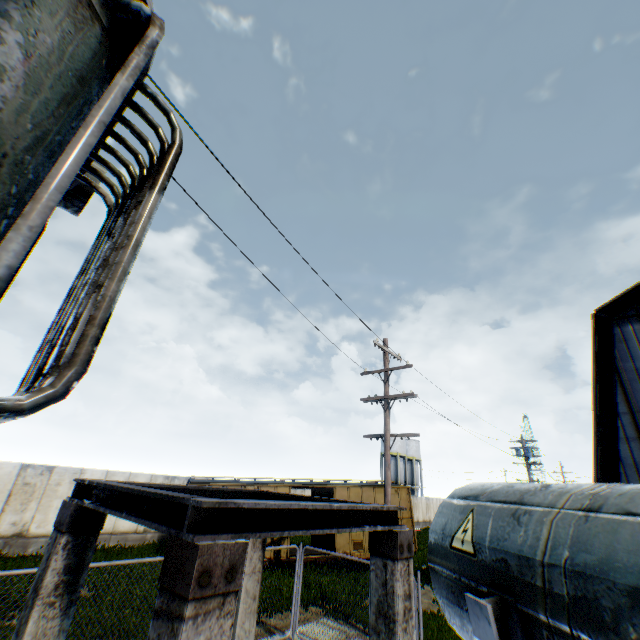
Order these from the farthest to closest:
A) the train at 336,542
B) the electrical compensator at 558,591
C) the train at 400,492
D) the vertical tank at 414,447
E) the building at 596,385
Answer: the vertical tank at 414,447 → the train at 400,492 → the train at 336,542 → the building at 596,385 → the electrical compensator at 558,591

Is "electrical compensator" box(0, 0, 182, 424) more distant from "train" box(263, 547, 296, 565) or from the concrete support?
"train" box(263, 547, 296, 565)

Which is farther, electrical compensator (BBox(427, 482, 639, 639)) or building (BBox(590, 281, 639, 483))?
building (BBox(590, 281, 639, 483))

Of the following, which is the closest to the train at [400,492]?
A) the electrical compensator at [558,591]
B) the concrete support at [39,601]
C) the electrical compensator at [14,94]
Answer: the concrete support at [39,601]

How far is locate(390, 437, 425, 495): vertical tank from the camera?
52.19m

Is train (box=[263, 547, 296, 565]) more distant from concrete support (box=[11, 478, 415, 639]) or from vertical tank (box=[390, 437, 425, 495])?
vertical tank (box=[390, 437, 425, 495])

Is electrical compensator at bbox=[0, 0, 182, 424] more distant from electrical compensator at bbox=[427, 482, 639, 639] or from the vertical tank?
the vertical tank

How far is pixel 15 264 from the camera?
1.1m
